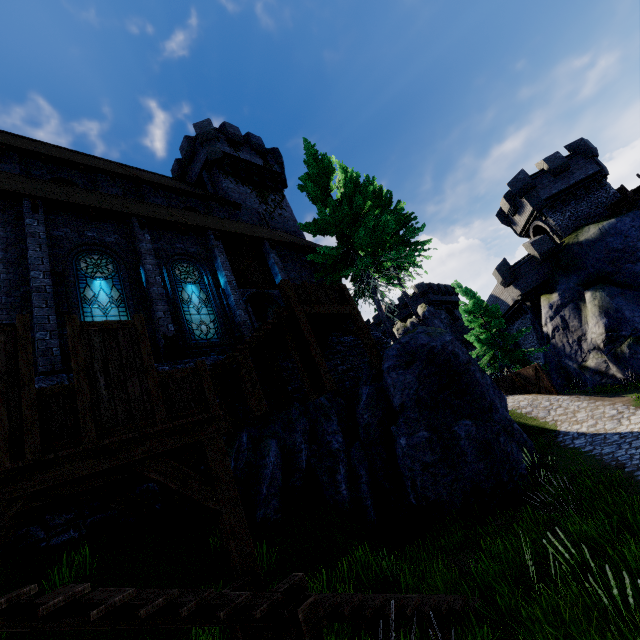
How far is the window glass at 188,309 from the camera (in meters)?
11.70

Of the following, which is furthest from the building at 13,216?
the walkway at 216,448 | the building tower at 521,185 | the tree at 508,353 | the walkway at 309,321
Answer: the building tower at 521,185

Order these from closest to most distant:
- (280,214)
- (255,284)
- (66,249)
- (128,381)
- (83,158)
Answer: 1. (128,381)
2. (66,249)
3. (255,284)
4. (83,158)
5. (280,214)

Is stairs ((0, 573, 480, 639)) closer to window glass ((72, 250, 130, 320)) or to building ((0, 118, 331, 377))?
building ((0, 118, 331, 377))

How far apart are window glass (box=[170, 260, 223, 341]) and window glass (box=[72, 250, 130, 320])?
1.5m

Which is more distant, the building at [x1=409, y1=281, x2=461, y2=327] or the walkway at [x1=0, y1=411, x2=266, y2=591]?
the building at [x1=409, y1=281, x2=461, y2=327]

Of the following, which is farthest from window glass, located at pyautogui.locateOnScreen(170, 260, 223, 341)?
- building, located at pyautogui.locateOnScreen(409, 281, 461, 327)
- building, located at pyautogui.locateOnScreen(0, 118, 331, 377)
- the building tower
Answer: building, located at pyautogui.locateOnScreen(409, 281, 461, 327)

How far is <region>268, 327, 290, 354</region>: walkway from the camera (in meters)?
10.98
